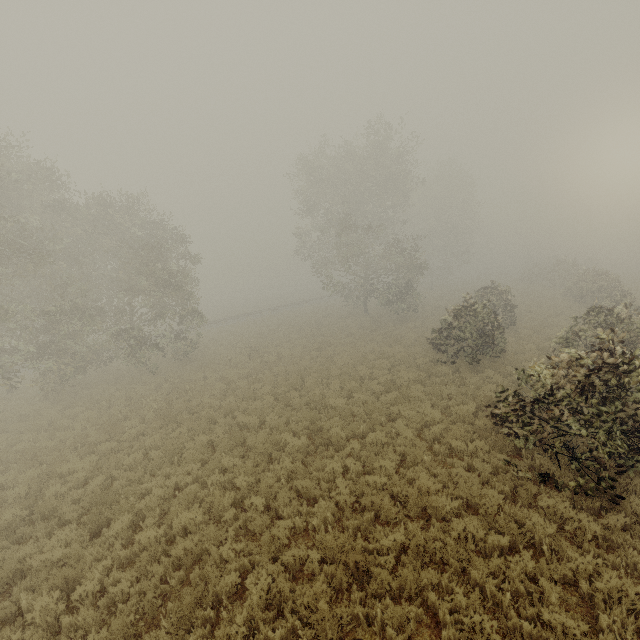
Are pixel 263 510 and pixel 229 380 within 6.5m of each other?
no

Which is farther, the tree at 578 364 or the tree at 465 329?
the tree at 465 329

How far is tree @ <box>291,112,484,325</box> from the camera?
27.6m

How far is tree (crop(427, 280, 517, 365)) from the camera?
15.57m

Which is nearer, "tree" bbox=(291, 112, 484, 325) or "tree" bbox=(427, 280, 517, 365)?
"tree" bbox=(427, 280, 517, 365)

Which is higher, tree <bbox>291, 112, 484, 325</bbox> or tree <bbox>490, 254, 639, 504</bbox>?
tree <bbox>291, 112, 484, 325</bbox>

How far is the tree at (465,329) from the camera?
15.6 meters

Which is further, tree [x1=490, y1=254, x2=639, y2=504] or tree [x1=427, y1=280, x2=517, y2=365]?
tree [x1=427, y1=280, x2=517, y2=365]
